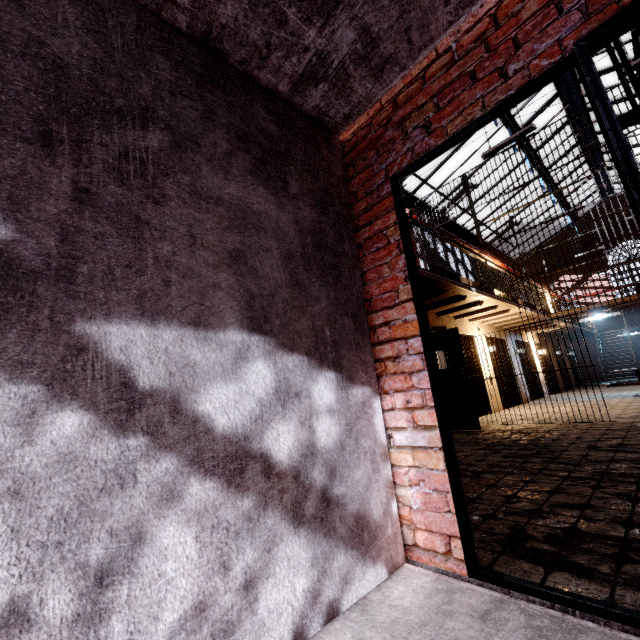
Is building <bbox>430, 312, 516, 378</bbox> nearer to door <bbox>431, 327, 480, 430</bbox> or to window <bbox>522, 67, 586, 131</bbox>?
door <bbox>431, 327, 480, 430</bbox>

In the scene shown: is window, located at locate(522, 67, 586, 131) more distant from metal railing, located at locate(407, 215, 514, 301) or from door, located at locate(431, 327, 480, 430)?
door, located at locate(431, 327, 480, 430)

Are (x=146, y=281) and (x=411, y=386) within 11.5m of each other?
yes

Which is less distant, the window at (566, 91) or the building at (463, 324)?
the building at (463, 324)

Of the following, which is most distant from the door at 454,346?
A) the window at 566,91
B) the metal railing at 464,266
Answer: the window at 566,91

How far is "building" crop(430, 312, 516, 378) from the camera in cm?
889

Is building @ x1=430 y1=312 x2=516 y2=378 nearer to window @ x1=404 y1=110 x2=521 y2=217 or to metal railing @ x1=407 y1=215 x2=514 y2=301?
metal railing @ x1=407 y1=215 x2=514 y2=301

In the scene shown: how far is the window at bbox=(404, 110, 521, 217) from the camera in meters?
12.1
